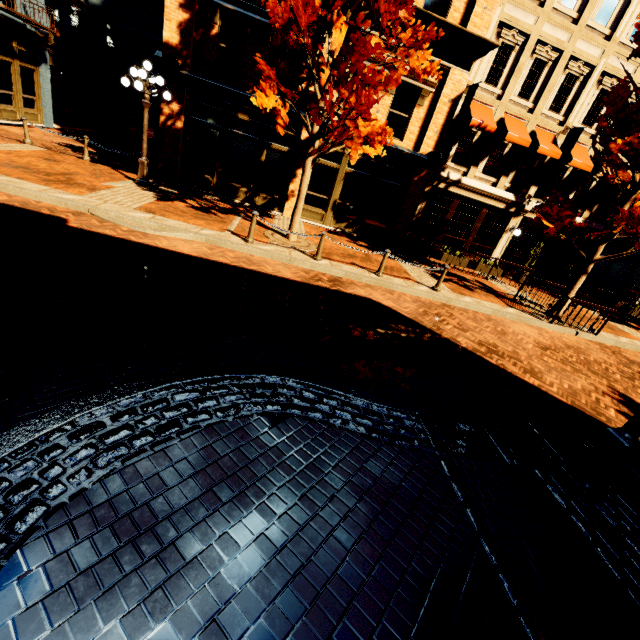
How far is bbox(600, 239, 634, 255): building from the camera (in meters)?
16.55

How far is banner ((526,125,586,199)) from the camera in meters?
13.4 m

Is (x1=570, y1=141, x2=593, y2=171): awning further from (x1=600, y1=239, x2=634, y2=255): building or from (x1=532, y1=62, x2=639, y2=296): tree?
(x1=532, y1=62, x2=639, y2=296): tree

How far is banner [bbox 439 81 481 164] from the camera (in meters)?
12.37

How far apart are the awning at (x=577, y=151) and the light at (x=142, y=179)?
16.5 meters

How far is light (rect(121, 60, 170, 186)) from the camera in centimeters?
983cm

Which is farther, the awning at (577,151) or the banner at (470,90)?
the awning at (577,151)

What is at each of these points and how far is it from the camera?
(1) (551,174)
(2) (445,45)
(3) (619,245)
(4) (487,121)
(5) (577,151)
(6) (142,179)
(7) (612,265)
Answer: (1) banner, 14.2m
(2) building, 11.9m
(3) building, 16.7m
(4) awning, 12.8m
(5) awning, 14.1m
(6) light, 11.4m
(7) building, 17.4m
